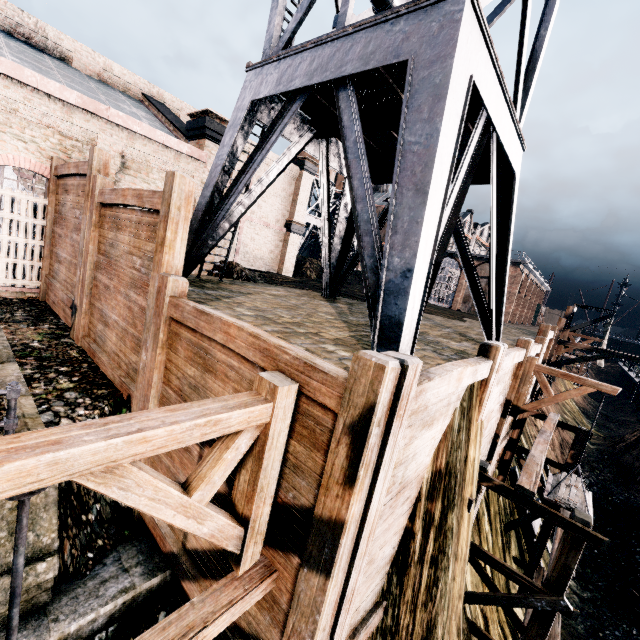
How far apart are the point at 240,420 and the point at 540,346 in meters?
15.5

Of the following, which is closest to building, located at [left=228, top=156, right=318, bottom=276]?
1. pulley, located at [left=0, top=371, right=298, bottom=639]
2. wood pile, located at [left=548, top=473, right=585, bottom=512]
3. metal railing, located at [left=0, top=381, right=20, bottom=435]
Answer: metal railing, located at [left=0, top=381, right=20, bottom=435]

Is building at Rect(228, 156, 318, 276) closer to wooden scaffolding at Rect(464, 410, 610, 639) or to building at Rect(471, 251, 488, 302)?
wooden scaffolding at Rect(464, 410, 610, 639)

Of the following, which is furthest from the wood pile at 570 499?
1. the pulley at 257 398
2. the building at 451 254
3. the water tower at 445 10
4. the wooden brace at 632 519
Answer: the building at 451 254

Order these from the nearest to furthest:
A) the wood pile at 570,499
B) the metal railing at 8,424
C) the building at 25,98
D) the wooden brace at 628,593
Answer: the metal railing at 8,424 → the wood pile at 570,499 → the building at 25,98 → the wooden brace at 628,593

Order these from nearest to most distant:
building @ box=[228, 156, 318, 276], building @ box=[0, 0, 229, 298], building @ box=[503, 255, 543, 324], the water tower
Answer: the water tower, building @ box=[0, 0, 229, 298], building @ box=[228, 156, 318, 276], building @ box=[503, 255, 543, 324]

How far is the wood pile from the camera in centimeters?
958cm

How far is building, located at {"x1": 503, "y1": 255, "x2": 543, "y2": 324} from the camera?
44.0 meters
